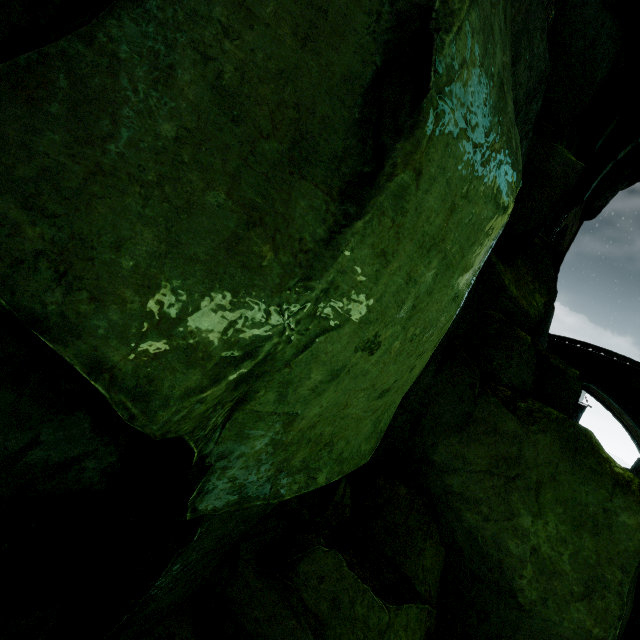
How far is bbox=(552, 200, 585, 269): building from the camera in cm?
1647

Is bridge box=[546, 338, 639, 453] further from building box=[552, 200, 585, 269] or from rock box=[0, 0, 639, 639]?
rock box=[0, 0, 639, 639]

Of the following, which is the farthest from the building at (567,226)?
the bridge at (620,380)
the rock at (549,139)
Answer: the bridge at (620,380)

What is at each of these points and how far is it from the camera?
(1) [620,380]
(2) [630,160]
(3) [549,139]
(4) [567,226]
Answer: (1) bridge, 18.4m
(2) rock, 16.6m
(3) rock, 6.3m
(4) building, 17.0m

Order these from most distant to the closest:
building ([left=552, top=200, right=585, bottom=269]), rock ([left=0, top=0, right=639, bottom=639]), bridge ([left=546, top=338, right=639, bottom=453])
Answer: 1. bridge ([left=546, top=338, right=639, bottom=453])
2. building ([left=552, top=200, right=585, bottom=269])
3. rock ([left=0, top=0, right=639, bottom=639])

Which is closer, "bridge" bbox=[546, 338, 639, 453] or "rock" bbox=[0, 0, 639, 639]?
"rock" bbox=[0, 0, 639, 639]

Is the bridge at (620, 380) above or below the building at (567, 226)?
below
